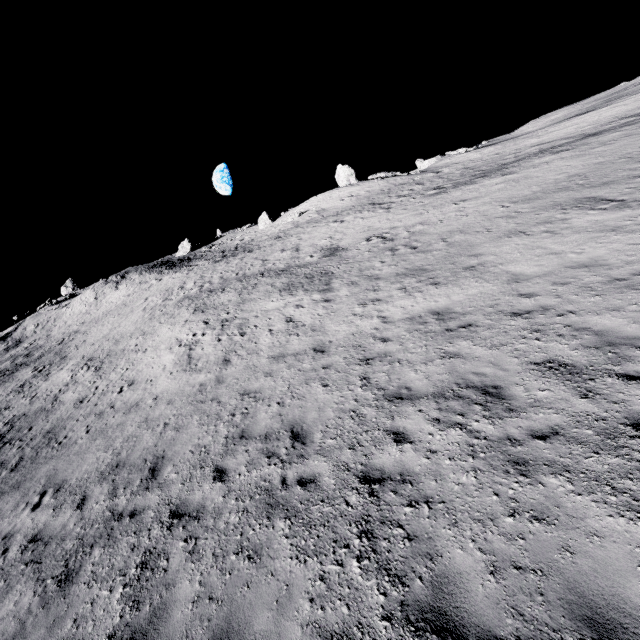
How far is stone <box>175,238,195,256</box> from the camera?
55.53m

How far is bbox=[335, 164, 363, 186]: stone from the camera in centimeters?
4425cm

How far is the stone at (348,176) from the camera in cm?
4425

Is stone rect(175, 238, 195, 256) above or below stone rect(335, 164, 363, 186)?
above

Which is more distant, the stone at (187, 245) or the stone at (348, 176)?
the stone at (187, 245)

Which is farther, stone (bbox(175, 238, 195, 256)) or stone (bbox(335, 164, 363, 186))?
stone (bbox(175, 238, 195, 256))

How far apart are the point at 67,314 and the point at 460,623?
52.2 meters
